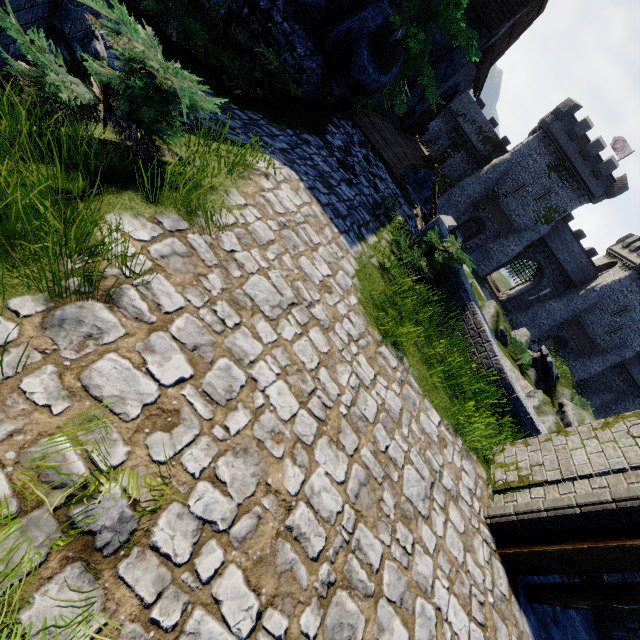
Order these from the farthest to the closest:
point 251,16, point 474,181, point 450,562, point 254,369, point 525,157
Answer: point 474,181, point 525,157, point 251,16, point 450,562, point 254,369

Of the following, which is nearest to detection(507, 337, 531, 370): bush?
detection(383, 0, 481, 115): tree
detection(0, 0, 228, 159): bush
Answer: detection(383, 0, 481, 115): tree

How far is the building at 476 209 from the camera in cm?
4150

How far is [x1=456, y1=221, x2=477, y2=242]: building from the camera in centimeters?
4950cm

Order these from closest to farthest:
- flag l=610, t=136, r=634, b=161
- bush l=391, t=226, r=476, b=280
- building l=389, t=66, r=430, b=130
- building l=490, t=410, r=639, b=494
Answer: building l=490, t=410, r=639, b=494, bush l=391, t=226, r=476, b=280, building l=389, t=66, r=430, b=130, flag l=610, t=136, r=634, b=161

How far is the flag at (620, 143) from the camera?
40.2m

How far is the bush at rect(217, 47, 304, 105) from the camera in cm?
770

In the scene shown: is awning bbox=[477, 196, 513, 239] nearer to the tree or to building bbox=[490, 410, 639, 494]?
building bbox=[490, 410, 639, 494]
